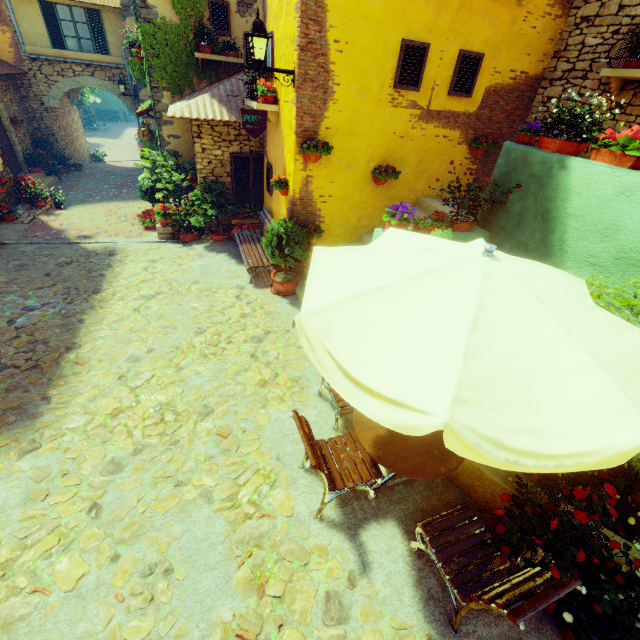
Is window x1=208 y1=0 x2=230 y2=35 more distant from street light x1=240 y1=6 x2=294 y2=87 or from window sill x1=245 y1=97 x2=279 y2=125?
street light x1=240 y1=6 x2=294 y2=87

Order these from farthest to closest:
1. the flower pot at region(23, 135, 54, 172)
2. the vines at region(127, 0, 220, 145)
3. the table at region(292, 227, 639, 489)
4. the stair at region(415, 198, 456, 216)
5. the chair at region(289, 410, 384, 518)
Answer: the flower pot at region(23, 135, 54, 172), the vines at region(127, 0, 220, 145), the stair at region(415, 198, 456, 216), the chair at region(289, 410, 384, 518), the table at region(292, 227, 639, 489)

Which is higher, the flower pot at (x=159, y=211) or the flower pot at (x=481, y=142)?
the flower pot at (x=481, y=142)

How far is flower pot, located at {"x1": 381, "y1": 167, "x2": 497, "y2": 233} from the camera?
4.7 meters

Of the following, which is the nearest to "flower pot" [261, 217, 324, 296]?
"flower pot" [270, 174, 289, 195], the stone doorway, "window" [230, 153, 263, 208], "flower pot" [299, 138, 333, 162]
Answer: "flower pot" [270, 174, 289, 195]

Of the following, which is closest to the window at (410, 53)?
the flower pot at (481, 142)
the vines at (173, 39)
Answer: the vines at (173, 39)

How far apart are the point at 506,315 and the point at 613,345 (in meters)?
0.76

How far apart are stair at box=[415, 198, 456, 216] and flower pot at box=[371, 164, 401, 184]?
0.9 meters
